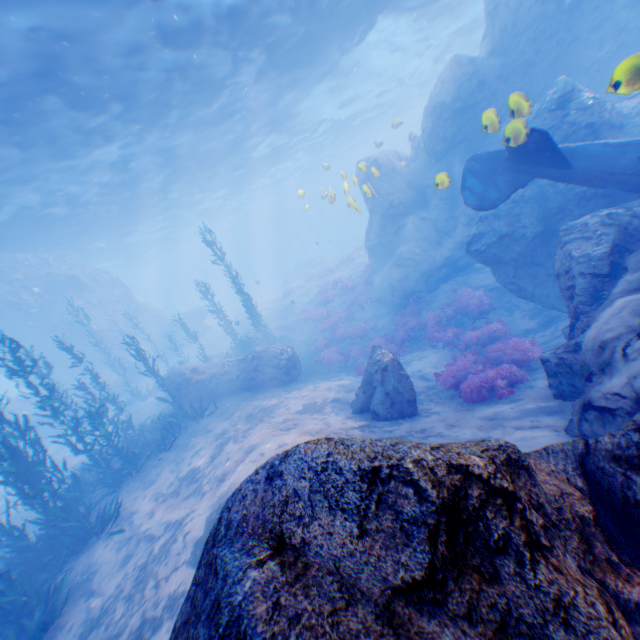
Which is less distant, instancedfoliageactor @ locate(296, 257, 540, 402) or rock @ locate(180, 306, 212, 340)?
instancedfoliageactor @ locate(296, 257, 540, 402)

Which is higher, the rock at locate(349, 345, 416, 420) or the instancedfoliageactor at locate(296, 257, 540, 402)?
the rock at locate(349, 345, 416, 420)

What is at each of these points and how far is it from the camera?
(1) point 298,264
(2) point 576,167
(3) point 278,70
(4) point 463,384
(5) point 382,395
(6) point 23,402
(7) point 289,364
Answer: (1) rock, 44.91m
(2) plane, 8.64m
(3) light, 17.31m
(4) instancedfoliageactor, 8.38m
(5) rock, 8.68m
(6) rock, 22.52m
(7) rock, 15.15m

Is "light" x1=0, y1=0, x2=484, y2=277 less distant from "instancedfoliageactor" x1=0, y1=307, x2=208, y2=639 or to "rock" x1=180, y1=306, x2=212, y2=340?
"rock" x1=180, y1=306, x2=212, y2=340

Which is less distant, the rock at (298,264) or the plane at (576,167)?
the plane at (576,167)

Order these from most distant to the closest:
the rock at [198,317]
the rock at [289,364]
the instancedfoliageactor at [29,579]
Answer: the rock at [198,317]
the rock at [289,364]
the instancedfoliageactor at [29,579]

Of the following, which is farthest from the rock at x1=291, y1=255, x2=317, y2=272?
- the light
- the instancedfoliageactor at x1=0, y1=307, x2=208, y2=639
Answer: the instancedfoliageactor at x1=0, y1=307, x2=208, y2=639
